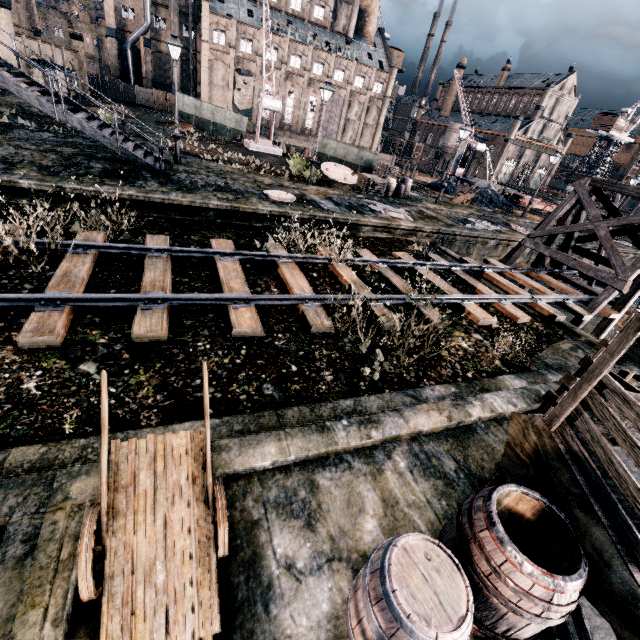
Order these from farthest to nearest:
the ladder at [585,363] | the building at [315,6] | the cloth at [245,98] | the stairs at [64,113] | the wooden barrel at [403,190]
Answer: the cloth at [245,98], the building at [315,6], the wooden barrel at [403,190], the stairs at [64,113], the ladder at [585,363]

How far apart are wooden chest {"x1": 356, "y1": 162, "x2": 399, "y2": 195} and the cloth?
47.8m

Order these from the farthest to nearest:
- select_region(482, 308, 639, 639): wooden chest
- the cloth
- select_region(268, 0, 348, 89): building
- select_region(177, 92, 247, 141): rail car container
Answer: the cloth → select_region(268, 0, 348, 89): building → select_region(177, 92, 247, 141): rail car container → select_region(482, 308, 639, 639): wooden chest

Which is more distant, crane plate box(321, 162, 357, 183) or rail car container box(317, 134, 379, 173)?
rail car container box(317, 134, 379, 173)

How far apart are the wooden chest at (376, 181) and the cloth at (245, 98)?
47.8m

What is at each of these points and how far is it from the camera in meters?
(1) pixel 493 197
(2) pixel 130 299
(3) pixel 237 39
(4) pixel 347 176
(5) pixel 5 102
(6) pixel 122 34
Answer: (1) coal pile, 35.0
(2) railway, 7.2
(3) building, 54.2
(4) crane plate, 25.7
(5) stone debris, 21.7
(6) building, 52.2

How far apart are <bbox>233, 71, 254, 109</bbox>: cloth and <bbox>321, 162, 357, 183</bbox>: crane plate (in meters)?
45.08

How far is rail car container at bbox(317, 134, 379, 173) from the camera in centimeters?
2734cm
